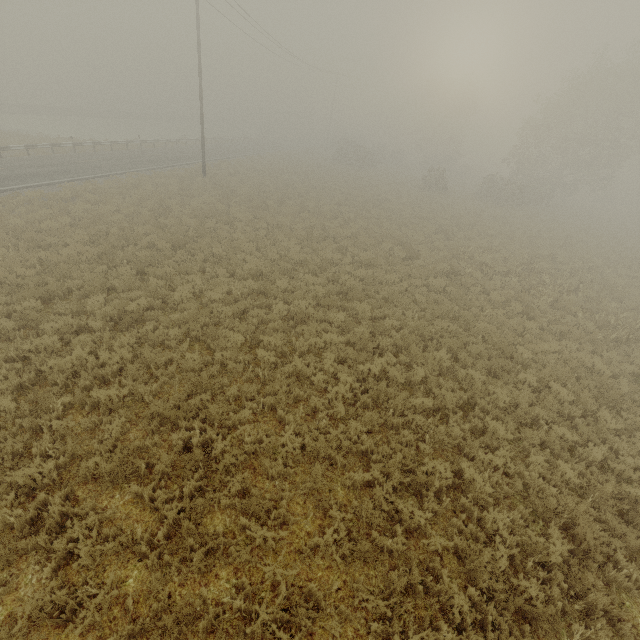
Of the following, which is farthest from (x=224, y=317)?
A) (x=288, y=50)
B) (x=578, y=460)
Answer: (x=288, y=50)
